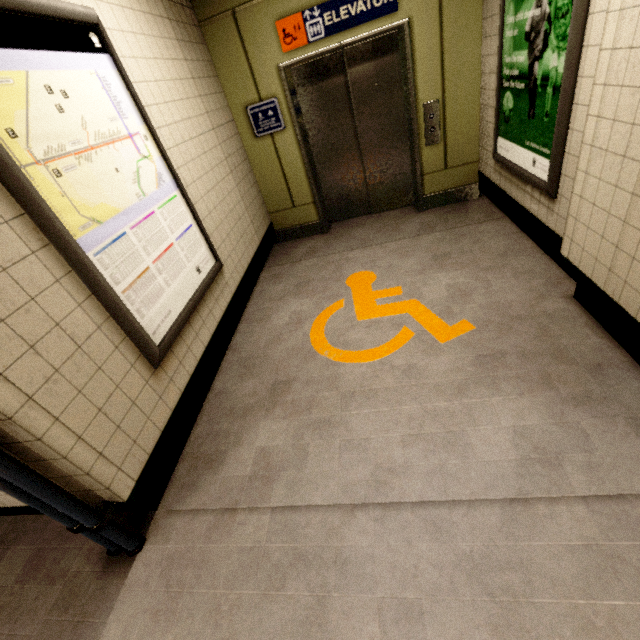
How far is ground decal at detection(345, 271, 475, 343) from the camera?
2.5 meters

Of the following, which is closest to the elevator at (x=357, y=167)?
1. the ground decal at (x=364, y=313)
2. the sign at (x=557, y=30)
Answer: the sign at (x=557, y=30)

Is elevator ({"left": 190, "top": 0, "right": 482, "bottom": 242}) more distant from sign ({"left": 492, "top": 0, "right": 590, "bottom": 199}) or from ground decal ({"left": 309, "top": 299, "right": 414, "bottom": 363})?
ground decal ({"left": 309, "top": 299, "right": 414, "bottom": 363})

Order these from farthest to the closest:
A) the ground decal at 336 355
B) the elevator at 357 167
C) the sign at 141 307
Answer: the elevator at 357 167
the ground decal at 336 355
the sign at 141 307

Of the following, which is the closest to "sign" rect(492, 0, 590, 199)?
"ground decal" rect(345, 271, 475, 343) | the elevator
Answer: the elevator

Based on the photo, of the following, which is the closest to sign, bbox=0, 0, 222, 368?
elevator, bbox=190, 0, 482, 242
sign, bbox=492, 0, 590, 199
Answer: elevator, bbox=190, 0, 482, 242

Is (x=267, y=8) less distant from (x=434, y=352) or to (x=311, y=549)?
(x=434, y=352)

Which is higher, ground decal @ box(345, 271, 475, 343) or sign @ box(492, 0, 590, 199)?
sign @ box(492, 0, 590, 199)
